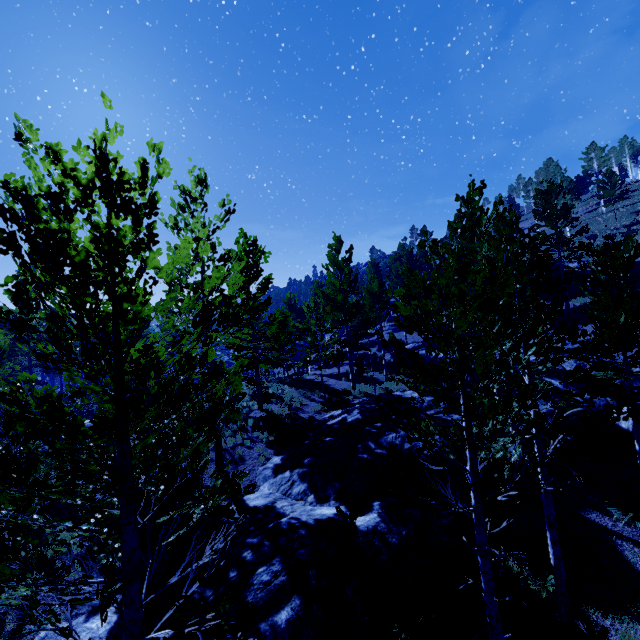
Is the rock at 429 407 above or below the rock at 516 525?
above

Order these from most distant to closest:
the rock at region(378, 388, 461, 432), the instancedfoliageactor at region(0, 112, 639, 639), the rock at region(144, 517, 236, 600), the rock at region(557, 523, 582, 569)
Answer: the rock at region(378, 388, 461, 432) → the rock at region(557, 523, 582, 569) → the rock at region(144, 517, 236, 600) → the instancedfoliageactor at region(0, 112, 639, 639)

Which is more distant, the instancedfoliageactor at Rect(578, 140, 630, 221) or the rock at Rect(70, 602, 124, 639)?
the instancedfoliageactor at Rect(578, 140, 630, 221)

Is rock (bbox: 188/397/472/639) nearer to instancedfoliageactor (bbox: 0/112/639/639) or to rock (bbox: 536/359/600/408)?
instancedfoliageactor (bbox: 0/112/639/639)

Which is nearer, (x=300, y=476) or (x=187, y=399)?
(x=187, y=399)

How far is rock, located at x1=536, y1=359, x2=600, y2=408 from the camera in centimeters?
1600cm

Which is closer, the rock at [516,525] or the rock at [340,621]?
the rock at [340,621]

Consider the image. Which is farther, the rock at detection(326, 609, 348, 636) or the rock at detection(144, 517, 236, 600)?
the rock at detection(144, 517, 236, 600)
